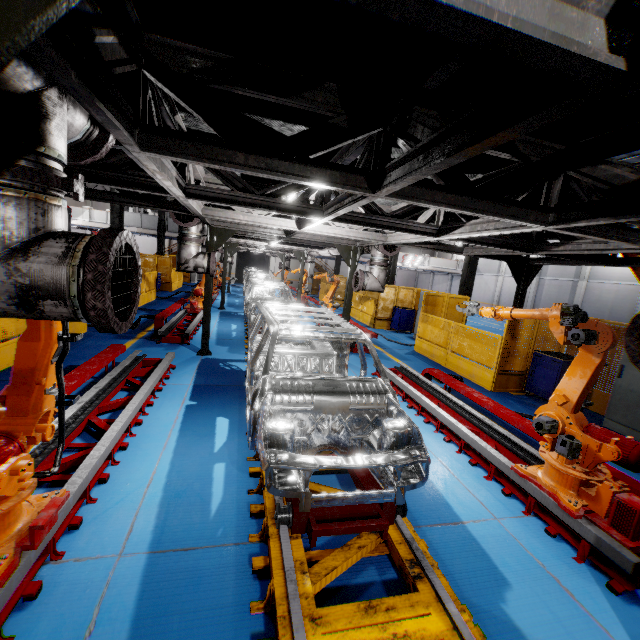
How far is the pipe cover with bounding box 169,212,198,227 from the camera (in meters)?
6.54

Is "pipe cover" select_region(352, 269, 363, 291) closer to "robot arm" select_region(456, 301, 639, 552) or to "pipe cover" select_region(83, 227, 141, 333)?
"robot arm" select_region(456, 301, 639, 552)

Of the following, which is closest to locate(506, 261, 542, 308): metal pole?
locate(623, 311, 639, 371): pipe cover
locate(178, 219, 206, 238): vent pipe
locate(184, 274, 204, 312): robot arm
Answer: locate(623, 311, 639, 371): pipe cover

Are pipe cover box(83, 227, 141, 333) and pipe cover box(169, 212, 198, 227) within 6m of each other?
yes

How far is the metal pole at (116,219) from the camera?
14.0 meters

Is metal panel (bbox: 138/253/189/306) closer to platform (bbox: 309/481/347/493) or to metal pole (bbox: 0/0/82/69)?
metal pole (bbox: 0/0/82/69)

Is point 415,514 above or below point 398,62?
below

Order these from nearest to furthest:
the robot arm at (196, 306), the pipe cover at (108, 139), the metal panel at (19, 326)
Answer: the pipe cover at (108, 139), the metal panel at (19, 326), the robot arm at (196, 306)
